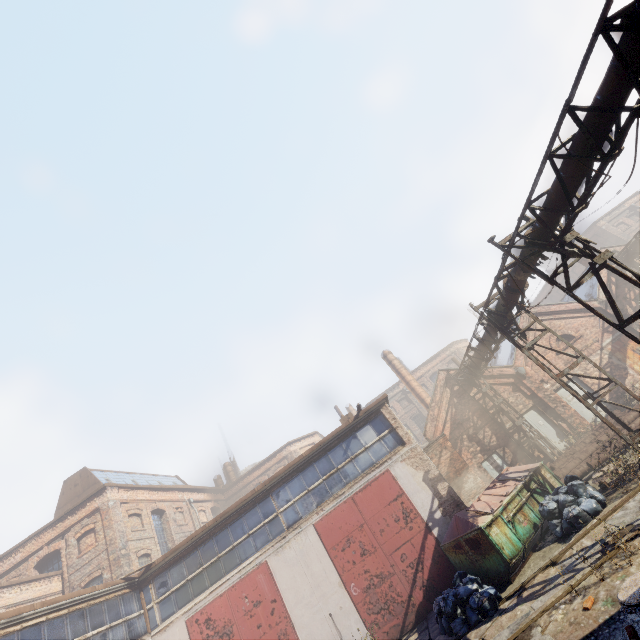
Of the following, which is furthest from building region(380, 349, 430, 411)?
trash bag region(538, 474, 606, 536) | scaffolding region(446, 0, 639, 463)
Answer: trash bag region(538, 474, 606, 536)

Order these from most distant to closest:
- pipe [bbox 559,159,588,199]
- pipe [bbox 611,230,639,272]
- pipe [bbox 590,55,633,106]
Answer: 1. pipe [bbox 611,230,639,272]
2. pipe [bbox 559,159,588,199]
3. pipe [bbox 590,55,633,106]

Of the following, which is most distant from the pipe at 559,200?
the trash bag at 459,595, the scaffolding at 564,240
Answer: the trash bag at 459,595

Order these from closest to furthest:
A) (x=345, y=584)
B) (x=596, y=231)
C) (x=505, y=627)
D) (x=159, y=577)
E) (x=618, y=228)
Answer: (x=505, y=627)
(x=345, y=584)
(x=159, y=577)
(x=618, y=228)
(x=596, y=231)

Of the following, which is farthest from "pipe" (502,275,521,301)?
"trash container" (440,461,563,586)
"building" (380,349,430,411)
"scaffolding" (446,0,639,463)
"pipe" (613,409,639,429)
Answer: "building" (380,349,430,411)

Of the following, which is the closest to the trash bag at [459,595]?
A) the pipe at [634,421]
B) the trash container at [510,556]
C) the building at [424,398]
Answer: the trash container at [510,556]

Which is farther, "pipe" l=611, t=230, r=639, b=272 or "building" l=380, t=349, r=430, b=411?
"building" l=380, t=349, r=430, b=411

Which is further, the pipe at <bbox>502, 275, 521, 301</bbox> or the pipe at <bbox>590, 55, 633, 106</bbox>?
the pipe at <bbox>502, 275, 521, 301</bbox>
